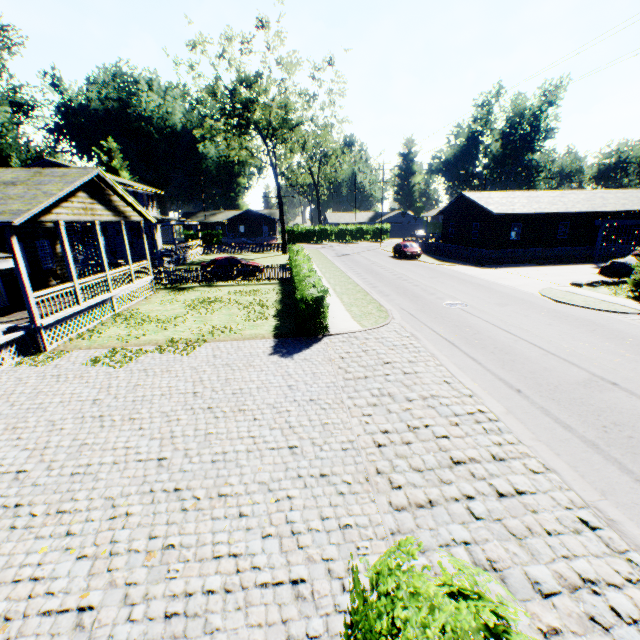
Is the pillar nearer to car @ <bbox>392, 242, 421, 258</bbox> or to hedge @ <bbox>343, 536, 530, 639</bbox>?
hedge @ <bbox>343, 536, 530, 639</bbox>

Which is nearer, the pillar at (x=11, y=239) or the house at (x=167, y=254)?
the pillar at (x=11, y=239)

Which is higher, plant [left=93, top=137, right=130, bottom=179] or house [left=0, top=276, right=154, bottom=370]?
plant [left=93, top=137, right=130, bottom=179]

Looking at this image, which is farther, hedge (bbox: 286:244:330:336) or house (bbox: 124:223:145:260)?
house (bbox: 124:223:145:260)

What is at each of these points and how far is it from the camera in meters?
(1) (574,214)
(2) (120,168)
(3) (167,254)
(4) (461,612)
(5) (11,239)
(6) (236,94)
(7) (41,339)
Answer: (1) house, 31.3
(2) plant, 58.2
(3) house, 30.5
(4) hedge, 2.1
(5) pillar, 10.3
(6) tree, 31.5
(7) house, 11.4

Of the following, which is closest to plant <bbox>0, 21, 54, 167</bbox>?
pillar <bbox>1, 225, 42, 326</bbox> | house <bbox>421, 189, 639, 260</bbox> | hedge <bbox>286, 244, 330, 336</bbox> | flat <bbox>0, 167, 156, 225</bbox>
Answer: flat <bbox>0, 167, 156, 225</bbox>

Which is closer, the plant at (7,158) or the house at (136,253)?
the house at (136,253)

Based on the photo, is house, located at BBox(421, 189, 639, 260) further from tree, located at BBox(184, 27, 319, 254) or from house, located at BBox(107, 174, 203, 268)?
house, located at BBox(107, 174, 203, 268)
